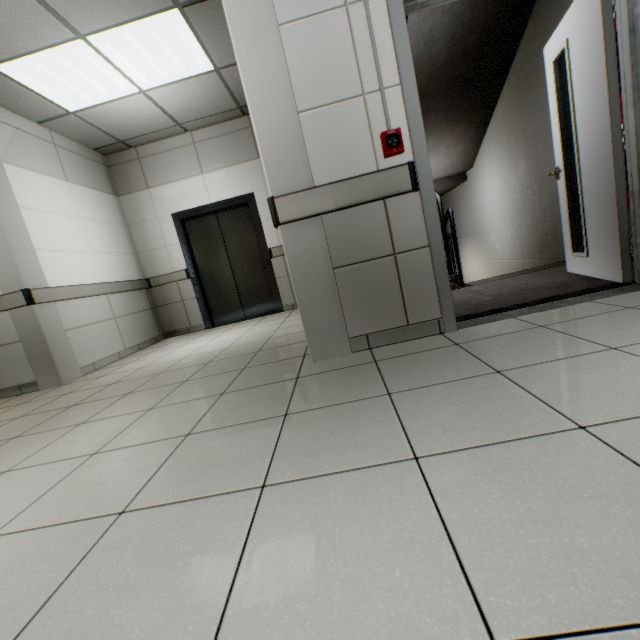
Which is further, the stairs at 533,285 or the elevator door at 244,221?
the elevator door at 244,221

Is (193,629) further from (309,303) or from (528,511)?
(309,303)

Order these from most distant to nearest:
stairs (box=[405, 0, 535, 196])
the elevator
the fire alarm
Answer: the elevator < stairs (box=[405, 0, 535, 196]) < the fire alarm

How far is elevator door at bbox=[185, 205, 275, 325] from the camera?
5.7m

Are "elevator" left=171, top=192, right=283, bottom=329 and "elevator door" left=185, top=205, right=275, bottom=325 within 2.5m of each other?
yes

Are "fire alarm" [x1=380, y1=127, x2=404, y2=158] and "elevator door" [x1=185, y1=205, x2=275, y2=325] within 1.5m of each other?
no

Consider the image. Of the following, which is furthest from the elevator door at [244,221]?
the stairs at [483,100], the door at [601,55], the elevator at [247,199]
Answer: the door at [601,55]

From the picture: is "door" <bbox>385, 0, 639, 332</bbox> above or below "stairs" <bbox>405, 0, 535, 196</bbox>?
below
